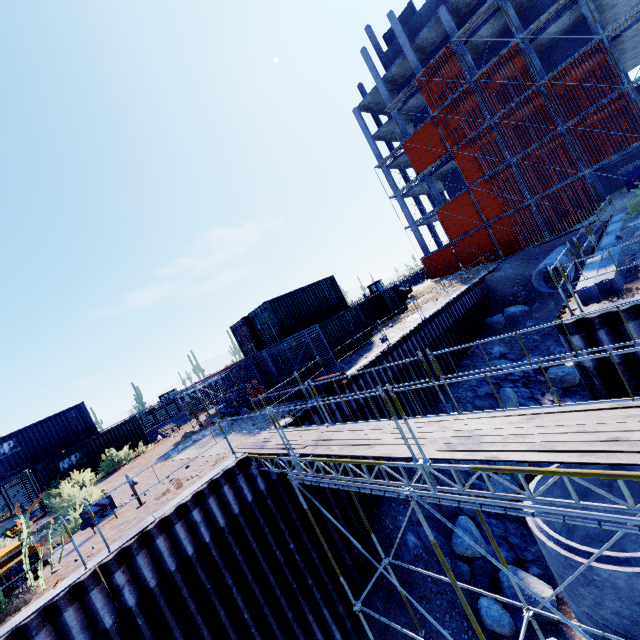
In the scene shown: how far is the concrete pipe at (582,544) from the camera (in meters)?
6.38

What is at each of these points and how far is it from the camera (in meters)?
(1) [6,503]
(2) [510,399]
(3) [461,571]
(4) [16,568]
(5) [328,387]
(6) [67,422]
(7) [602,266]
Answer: (1) fence, 21.44
(2) compgrassrocksplants, 15.46
(3) compgrassrocksplants, 10.66
(4) mobile generator, 7.91
(5) pipe, 13.23
(6) cargo container, 21.89
(7) concrete beam, 9.41

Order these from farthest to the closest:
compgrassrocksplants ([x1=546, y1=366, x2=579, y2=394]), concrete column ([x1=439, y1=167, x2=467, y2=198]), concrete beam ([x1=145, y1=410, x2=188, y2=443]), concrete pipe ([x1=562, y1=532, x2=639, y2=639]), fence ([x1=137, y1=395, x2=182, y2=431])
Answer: concrete column ([x1=439, y1=167, x2=467, y2=198])
fence ([x1=137, y1=395, x2=182, y2=431])
concrete beam ([x1=145, y1=410, x2=188, y2=443])
compgrassrocksplants ([x1=546, y1=366, x2=579, y2=394])
concrete pipe ([x1=562, y1=532, x2=639, y2=639])

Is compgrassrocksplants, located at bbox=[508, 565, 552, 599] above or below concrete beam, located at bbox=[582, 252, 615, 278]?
below

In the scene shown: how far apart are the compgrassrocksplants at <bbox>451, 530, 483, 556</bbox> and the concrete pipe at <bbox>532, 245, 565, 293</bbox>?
16.8 meters

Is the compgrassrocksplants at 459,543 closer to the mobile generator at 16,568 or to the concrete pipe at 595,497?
the concrete pipe at 595,497

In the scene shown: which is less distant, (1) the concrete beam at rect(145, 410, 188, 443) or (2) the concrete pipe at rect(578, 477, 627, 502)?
(2) the concrete pipe at rect(578, 477, 627, 502)

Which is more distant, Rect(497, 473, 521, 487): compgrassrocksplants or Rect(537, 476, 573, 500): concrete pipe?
Rect(497, 473, 521, 487): compgrassrocksplants
